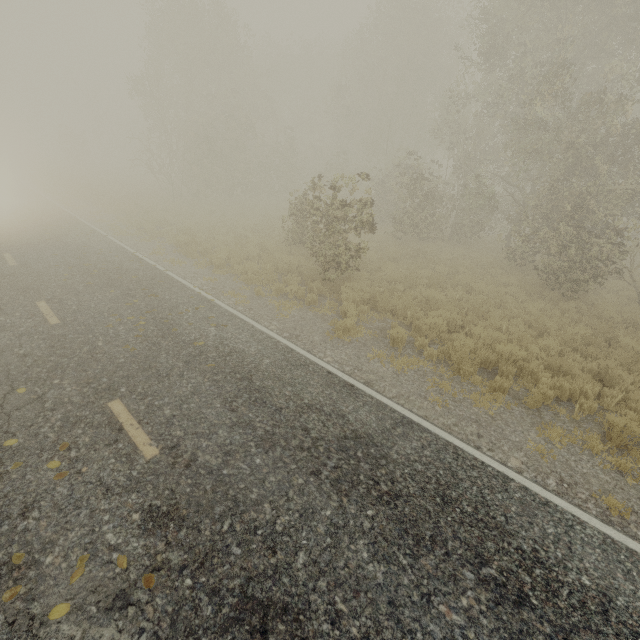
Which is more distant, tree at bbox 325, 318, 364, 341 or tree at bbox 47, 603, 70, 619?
tree at bbox 325, 318, 364, 341

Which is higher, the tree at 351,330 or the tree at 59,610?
the tree at 59,610

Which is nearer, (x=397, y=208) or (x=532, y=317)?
(x=532, y=317)

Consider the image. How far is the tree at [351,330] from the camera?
8.3m

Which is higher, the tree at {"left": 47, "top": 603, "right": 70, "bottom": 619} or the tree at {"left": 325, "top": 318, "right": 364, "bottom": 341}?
the tree at {"left": 47, "top": 603, "right": 70, "bottom": 619}

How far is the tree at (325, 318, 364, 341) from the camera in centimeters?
832cm

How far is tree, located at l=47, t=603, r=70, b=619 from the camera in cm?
288
